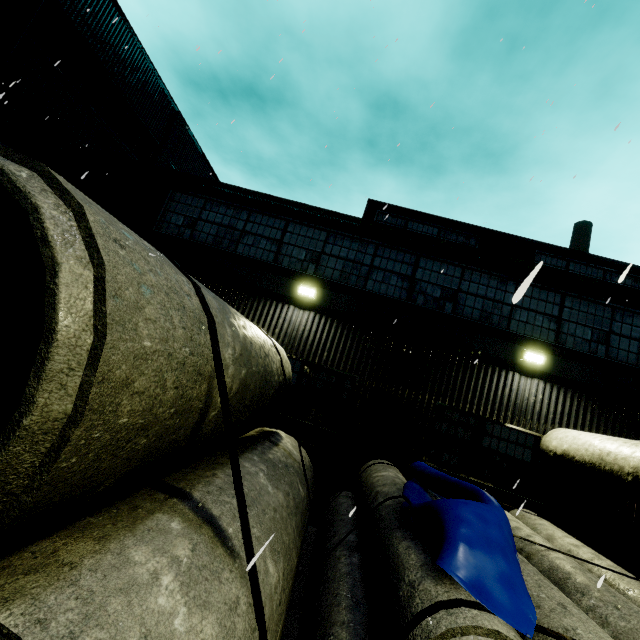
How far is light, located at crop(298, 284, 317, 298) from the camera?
8.6m

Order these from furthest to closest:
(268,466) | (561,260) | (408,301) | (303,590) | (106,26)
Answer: (106,26), (561,260), (408,301), (303,590), (268,466)

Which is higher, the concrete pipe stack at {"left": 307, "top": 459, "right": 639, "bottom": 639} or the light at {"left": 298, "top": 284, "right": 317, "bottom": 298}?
the light at {"left": 298, "top": 284, "right": 317, "bottom": 298}

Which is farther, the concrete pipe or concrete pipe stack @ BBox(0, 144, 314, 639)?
the concrete pipe

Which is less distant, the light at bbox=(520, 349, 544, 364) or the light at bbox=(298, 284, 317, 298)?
the light at bbox=(520, 349, 544, 364)

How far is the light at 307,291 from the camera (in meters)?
8.56

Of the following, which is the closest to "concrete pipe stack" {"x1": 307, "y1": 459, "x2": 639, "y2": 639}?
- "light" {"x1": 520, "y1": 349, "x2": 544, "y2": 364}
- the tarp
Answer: the tarp

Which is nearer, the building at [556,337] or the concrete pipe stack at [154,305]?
the concrete pipe stack at [154,305]
